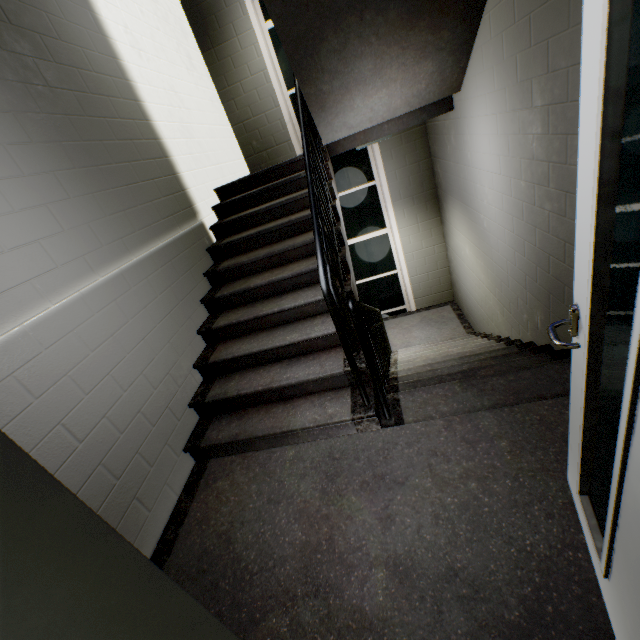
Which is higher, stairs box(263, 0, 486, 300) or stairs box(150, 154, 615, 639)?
stairs box(263, 0, 486, 300)

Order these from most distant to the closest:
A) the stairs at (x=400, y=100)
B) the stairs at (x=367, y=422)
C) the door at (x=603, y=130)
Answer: the stairs at (x=400, y=100) → the stairs at (x=367, y=422) → the door at (x=603, y=130)

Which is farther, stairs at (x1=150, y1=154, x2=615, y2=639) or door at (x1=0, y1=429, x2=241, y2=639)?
stairs at (x1=150, y1=154, x2=615, y2=639)

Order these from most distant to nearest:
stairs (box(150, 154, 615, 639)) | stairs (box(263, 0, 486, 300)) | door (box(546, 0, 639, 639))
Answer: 1. stairs (box(263, 0, 486, 300))
2. stairs (box(150, 154, 615, 639))
3. door (box(546, 0, 639, 639))

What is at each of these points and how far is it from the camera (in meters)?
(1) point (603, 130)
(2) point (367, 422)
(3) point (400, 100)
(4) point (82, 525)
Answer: Answer:
(1) door, 0.70
(2) stairs, 2.19
(3) stairs, 3.23
(4) door, 0.86

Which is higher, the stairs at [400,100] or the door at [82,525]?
the stairs at [400,100]

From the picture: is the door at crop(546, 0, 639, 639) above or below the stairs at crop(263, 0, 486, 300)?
below
